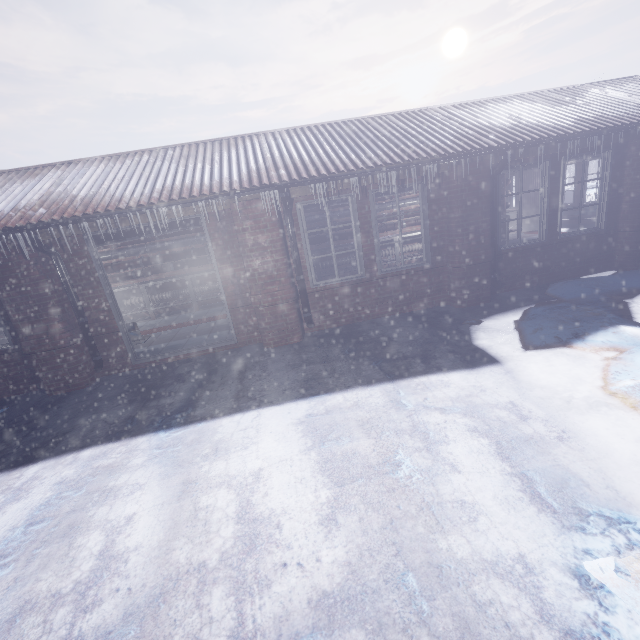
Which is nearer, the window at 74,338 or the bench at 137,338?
the window at 74,338

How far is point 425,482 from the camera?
2.0m

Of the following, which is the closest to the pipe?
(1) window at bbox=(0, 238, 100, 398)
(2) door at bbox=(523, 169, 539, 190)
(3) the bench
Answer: (1) window at bbox=(0, 238, 100, 398)

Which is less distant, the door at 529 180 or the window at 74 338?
the window at 74 338

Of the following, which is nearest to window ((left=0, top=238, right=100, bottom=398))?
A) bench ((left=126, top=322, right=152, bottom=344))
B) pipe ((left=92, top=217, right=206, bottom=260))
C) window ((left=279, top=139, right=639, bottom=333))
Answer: bench ((left=126, top=322, right=152, bottom=344))

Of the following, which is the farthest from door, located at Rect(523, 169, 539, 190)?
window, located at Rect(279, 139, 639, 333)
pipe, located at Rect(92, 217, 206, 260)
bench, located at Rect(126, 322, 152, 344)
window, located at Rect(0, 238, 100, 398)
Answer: window, located at Rect(0, 238, 100, 398)

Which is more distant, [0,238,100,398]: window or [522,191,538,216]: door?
[522,191,538,216]: door

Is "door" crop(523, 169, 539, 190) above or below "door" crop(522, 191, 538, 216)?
above
